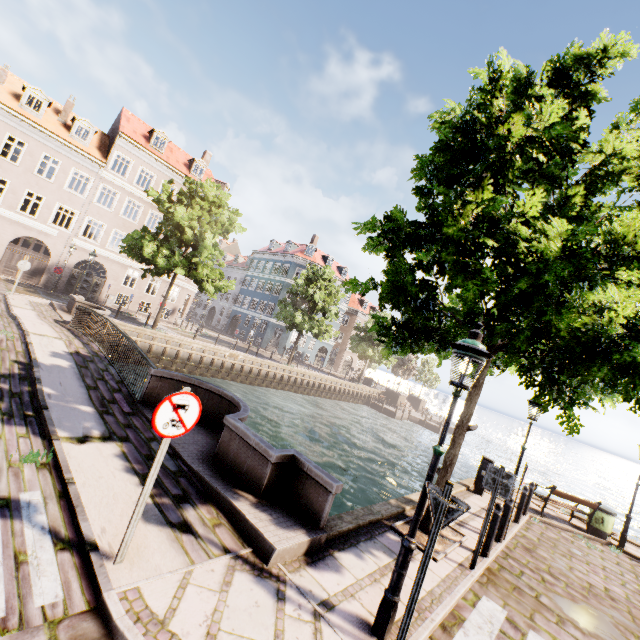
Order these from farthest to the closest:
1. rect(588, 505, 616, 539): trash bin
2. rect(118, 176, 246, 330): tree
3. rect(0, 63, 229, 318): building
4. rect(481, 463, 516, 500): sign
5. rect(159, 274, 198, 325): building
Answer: rect(159, 274, 198, 325): building < rect(0, 63, 229, 318): building < rect(118, 176, 246, 330): tree < rect(588, 505, 616, 539): trash bin < rect(481, 463, 516, 500): sign

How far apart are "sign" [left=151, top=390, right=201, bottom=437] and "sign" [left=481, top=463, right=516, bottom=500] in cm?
568

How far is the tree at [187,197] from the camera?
20.2m

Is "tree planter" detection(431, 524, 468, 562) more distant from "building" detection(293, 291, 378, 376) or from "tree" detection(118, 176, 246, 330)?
"building" detection(293, 291, 378, 376)

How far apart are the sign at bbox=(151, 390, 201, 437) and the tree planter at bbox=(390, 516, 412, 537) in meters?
4.9

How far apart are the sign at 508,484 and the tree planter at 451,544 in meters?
1.4 m

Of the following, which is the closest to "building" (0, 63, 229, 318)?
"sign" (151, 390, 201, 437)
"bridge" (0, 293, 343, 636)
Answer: "bridge" (0, 293, 343, 636)

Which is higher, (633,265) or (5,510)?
(633,265)
